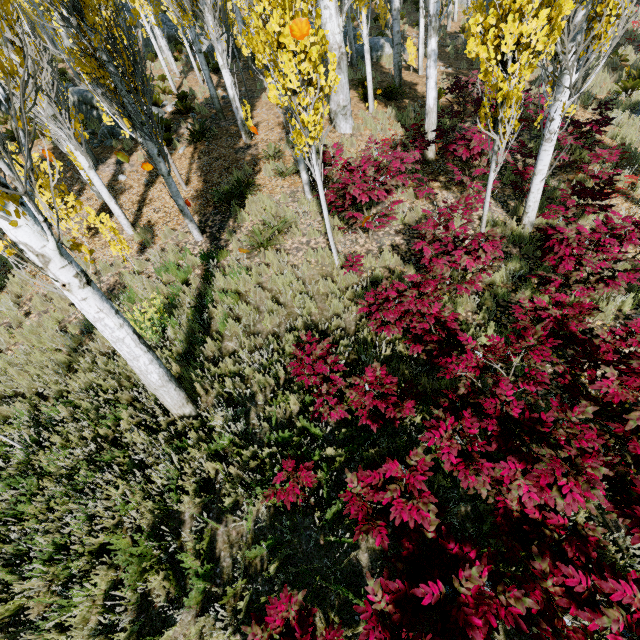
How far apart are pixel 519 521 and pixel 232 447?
3.5m

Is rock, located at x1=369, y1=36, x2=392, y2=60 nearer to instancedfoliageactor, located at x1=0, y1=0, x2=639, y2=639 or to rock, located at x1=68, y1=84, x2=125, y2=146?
instancedfoliageactor, located at x1=0, y1=0, x2=639, y2=639

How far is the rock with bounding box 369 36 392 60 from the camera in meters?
17.5 m

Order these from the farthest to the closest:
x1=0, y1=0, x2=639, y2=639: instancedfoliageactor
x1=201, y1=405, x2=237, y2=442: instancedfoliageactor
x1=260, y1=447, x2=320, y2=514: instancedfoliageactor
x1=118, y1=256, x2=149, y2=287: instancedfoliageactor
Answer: x1=118, y1=256, x2=149, y2=287: instancedfoliageactor < x1=201, y1=405, x2=237, y2=442: instancedfoliageactor < x1=260, y1=447, x2=320, y2=514: instancedfoliageactor < x1=0, y1=0, x2=639, y2=639: instancedfoliageactor

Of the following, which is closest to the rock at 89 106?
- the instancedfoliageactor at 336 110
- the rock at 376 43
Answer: the instancedfoliageactor at 336 110

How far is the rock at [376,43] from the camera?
17.45m

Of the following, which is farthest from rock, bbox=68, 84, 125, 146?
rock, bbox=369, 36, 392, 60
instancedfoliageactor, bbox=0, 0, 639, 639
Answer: rock, bbox=369, 36, 392, 60
